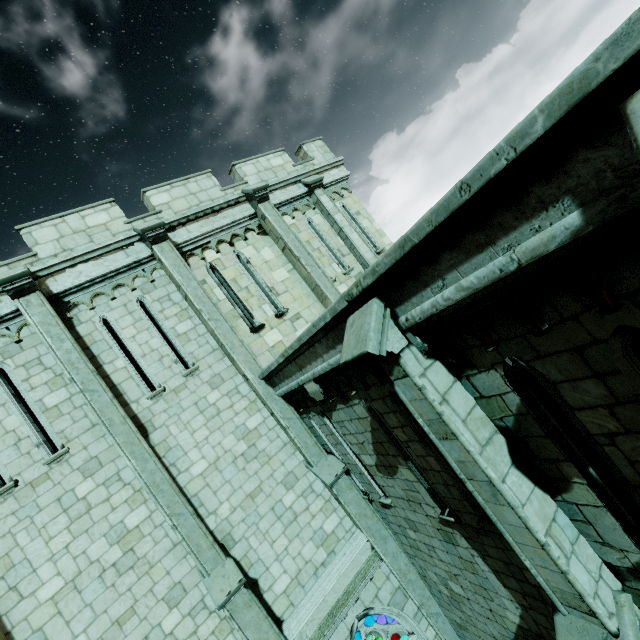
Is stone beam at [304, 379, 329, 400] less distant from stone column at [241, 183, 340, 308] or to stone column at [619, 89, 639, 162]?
stone column at [241, 183, 340, 308]

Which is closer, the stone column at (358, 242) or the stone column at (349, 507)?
the stone column at (349, 507)

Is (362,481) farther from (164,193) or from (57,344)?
(164,193)

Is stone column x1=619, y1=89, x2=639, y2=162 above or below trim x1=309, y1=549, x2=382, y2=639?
above

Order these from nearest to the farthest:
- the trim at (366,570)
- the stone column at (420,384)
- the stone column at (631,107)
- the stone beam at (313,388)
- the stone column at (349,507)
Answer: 1. the stone column at (631,107)
2. the stone column at (420,384)
3. the stone beam at (313,388)
4. the trim at (366,570)
5. the stone column at (349,507)

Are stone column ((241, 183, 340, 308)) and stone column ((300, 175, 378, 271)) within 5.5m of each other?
yes

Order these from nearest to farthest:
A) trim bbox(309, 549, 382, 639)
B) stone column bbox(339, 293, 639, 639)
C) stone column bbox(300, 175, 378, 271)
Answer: stone column bbox(339, 293, 639, 639), trim bbox(309, 549, 382, 639), stone column bbox(300, 175, 378, 271)

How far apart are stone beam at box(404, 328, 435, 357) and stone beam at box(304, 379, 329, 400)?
3.1 meters
